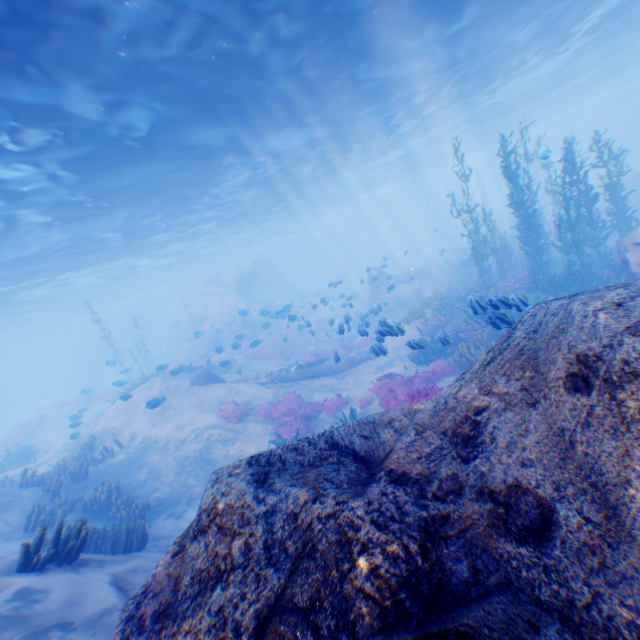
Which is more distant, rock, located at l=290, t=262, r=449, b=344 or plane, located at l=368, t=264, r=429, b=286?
plane, located at l=368, t=264, r=429, b=286

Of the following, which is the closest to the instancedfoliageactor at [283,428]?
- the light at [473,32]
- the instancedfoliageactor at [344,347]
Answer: the instancedfoliageactor at [344,347]

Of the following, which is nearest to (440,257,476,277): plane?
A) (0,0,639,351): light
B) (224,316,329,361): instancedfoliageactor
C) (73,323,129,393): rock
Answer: (224,316,329,361): instancedfoliageactor

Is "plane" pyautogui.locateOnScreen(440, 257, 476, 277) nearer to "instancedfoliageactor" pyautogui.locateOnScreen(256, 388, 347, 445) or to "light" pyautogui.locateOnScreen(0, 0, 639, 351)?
"instancedfoliageactor" pyautogui.locateOnScreen(256, 388, 347, 445)

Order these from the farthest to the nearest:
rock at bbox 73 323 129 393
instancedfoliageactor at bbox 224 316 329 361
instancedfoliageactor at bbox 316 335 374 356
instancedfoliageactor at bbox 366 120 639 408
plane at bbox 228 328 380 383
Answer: rock at bbox 73 323 129 393 < instancedfoliageactor at bbox 224 316 329 361 < instancedfoliageactor at bbox 316 335 374 356 < plane at bbox 228 328 380 383 < instancedfoliageactor at bbox 366 120 639 408

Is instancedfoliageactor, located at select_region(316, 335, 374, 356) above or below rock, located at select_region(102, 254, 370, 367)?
below

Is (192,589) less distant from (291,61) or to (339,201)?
(291,61)

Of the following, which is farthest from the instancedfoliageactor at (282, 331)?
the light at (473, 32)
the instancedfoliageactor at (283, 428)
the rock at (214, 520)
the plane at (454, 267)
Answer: the light at (473, 32)
